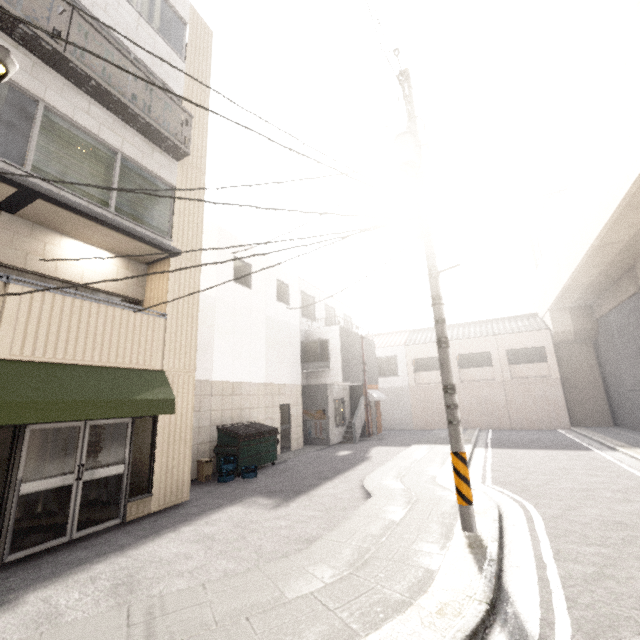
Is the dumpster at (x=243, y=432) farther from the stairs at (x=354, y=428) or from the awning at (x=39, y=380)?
the stairs at (x=354, y=428)

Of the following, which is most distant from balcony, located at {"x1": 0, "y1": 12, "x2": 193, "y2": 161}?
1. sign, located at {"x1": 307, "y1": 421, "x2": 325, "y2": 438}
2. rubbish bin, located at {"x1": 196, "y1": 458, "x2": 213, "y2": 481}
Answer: sign, located at {"x1": 307, "y1": 421, "x2": 325, "y2": 438}

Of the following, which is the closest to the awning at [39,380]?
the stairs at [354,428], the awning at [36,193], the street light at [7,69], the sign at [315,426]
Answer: the street light at [7,69]

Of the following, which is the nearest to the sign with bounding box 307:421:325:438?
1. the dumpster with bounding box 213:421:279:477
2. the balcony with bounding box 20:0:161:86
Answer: the dumpster with bounding box 213:421:279:477

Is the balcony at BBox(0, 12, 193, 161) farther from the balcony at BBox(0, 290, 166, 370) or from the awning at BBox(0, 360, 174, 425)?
the awning at BBox(0, 360, 174, 425)

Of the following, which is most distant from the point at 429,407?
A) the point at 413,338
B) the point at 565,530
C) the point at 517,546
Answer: the point at 517,546

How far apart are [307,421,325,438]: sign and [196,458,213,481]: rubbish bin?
Result: 7.4m

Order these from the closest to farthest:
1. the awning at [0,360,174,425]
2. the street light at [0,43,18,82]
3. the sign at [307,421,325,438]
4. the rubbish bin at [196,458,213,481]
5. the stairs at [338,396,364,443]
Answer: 1. the street light at [0,43,18,82]
2. the awning at [0,360,174,425]
3. the rubbish bin at [196,458,213,481]
4. the sign at [307,421,325,438]
5. the stairs at [338,396,364,443]
